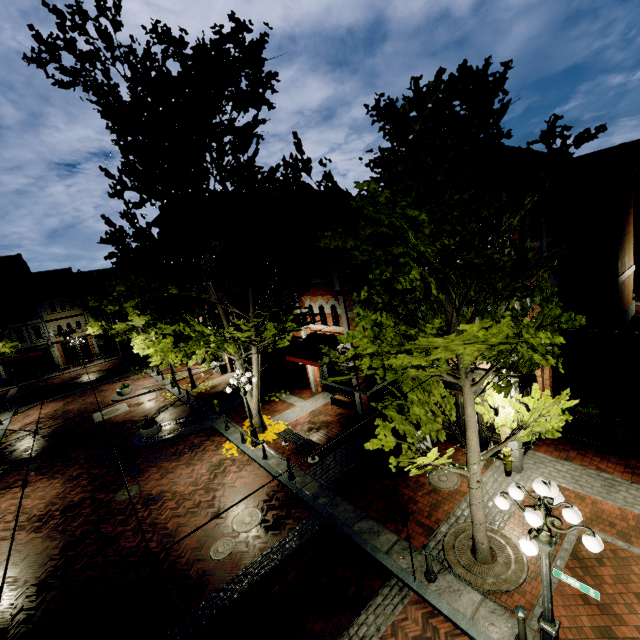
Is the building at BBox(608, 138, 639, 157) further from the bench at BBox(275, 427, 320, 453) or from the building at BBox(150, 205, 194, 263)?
the bench at BBox(275, 427, 320, 453)

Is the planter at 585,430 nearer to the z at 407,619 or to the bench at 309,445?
the z at 407,619

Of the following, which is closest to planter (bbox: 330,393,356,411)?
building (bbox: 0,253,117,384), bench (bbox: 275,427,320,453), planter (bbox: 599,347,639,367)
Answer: bench (bbox: 275,427,320,453)

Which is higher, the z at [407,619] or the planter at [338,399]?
the planter at [338,399]

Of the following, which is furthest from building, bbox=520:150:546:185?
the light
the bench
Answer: the light

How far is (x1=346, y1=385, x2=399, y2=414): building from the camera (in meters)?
14.86

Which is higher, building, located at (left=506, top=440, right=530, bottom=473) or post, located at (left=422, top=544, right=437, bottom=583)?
building, located at (left=506, top=440, right=530, bottom=473)

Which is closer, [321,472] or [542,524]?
[542,524]
